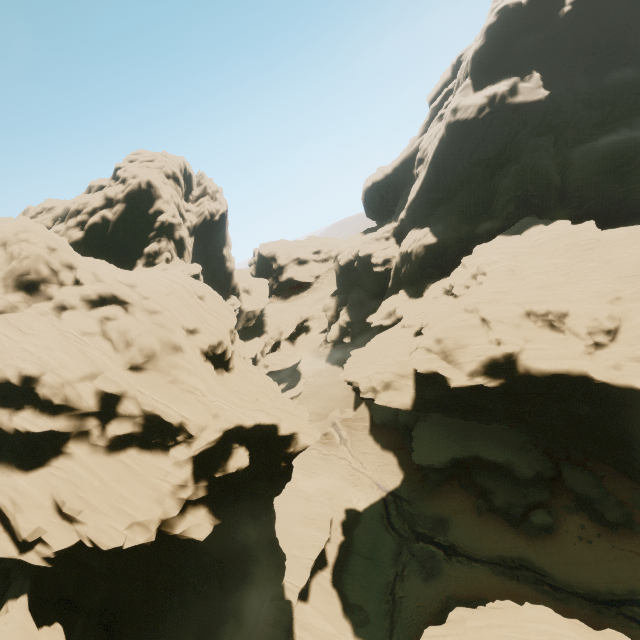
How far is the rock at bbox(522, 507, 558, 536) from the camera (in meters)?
28.25

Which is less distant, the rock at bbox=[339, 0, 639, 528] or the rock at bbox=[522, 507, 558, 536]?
the rock at bbox=[339, 0, 639, 528]

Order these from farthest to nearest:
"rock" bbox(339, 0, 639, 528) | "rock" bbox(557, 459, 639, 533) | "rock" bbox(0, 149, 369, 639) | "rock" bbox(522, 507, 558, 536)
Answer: "rock" bbox(522, 507, 558, 536)
"rock" bbox(339, 0, 639, 528)
"rock" bbox(557, 459, 639, 533)
"rock" bbox(0, 149, 369, 639)

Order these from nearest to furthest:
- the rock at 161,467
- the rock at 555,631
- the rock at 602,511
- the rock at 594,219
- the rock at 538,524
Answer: the rock at 555,631 < the rock at 161,467 < the rock at 602,511 < the rock at 594,219 < the rock at 538,524

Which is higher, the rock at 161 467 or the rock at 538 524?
the rock at 161 467

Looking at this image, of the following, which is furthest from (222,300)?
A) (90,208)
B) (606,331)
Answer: (606,331)
